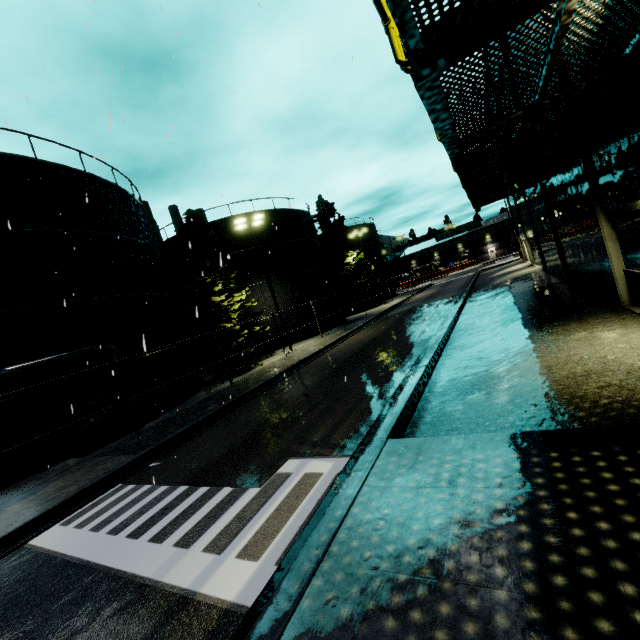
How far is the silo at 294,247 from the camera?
27.70m

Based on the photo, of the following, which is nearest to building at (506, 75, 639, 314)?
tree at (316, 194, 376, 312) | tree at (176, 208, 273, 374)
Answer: tree at (316, 194, 376, 312)

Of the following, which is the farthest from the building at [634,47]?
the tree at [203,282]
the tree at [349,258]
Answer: the tree at [203,282]

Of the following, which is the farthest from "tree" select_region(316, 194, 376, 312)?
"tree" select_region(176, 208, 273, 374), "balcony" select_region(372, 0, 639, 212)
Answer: "balcony" select_region(372, 0, 639, 212)

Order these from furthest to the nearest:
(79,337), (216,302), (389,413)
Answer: (216,302), (79,337), (389,413)

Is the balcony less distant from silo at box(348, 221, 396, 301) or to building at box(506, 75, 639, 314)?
building at box(506, 75, 639, 314)

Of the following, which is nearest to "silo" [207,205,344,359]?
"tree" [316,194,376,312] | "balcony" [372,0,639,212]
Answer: "tree" [316,194,376,312]
